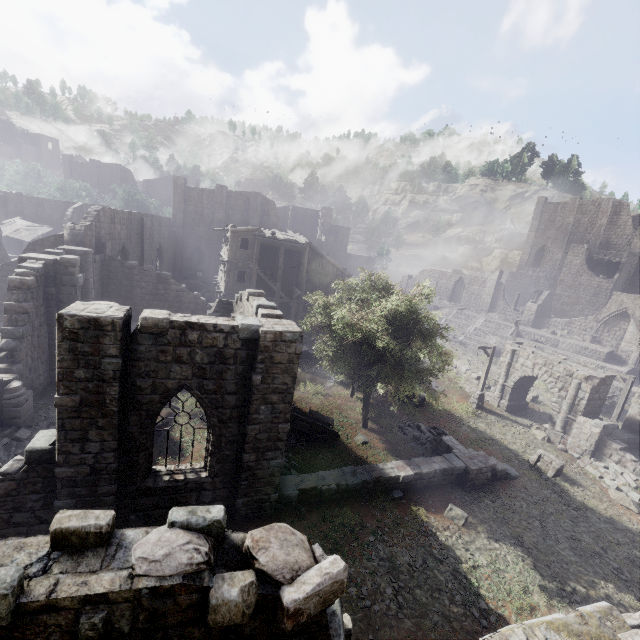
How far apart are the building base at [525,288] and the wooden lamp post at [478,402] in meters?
38.4 m

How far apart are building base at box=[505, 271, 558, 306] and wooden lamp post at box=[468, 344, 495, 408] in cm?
3836

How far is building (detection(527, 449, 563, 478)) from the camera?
16.5m

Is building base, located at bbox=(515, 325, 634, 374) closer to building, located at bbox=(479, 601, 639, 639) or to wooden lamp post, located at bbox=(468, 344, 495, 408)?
building, located at bbox=(479, 601, 639, 639)

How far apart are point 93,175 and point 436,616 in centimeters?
7395cm

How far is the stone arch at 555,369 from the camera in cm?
1947

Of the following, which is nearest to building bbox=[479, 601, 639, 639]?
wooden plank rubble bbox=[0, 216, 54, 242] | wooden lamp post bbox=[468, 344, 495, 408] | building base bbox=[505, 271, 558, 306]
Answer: wooden plank rubble bbox=[0, 216, 54, 242]

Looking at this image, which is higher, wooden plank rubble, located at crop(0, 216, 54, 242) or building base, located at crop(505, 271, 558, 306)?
building base, located at crop(505, 271, 558, 306)
